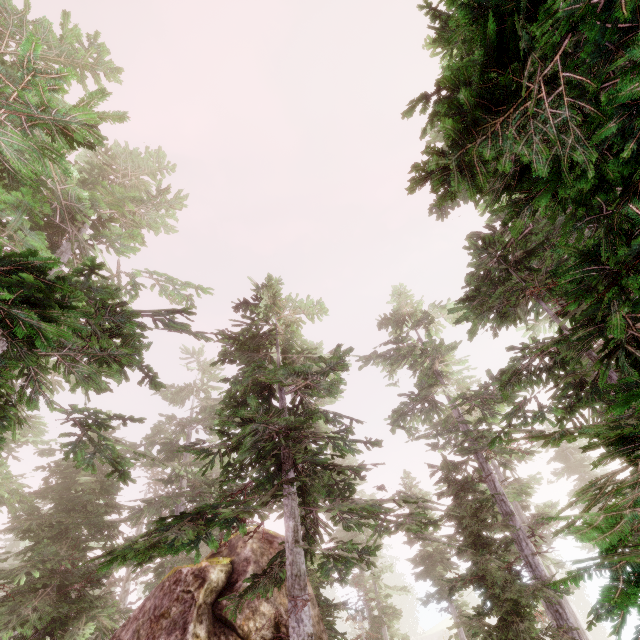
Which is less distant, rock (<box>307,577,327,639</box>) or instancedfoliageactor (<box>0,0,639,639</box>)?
instancedfoliageactor (<box>0,0,639,639</box>)

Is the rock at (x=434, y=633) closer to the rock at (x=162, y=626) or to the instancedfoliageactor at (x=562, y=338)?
the instancedfoliageactor at (x=562, y=338)

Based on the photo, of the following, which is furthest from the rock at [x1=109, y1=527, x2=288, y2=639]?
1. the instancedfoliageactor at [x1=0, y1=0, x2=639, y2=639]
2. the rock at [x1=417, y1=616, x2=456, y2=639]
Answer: the rock at [x1=417, y1=616, x2=456, y2=639]

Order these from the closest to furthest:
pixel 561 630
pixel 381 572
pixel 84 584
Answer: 1. pixel 561 630
2. pixel 84 584
3. pixel 381 572

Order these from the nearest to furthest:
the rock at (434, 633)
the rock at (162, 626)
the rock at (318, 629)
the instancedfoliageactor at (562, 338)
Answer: the instancedfoliageactor at (562, 338) < the rock at (162, 626) < the rock at (318, 629) < the rock at (434, 633)

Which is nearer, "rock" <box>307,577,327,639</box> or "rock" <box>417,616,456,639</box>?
"rock" <box>307,577,327,639</box>

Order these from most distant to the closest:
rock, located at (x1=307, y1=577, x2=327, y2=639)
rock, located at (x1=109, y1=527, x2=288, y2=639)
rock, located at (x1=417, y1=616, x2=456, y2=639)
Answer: rock, located at (x1=417, y1=616, x2=456, y2=639) < rock, located at (x1=307, y1=577, x2=327, y2=639) < rock, located at (x1=109, y1=527, x2=288, y2=639)
